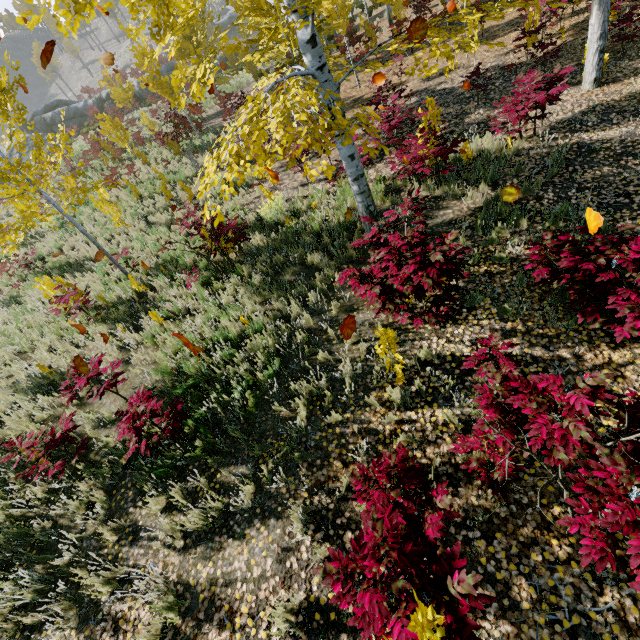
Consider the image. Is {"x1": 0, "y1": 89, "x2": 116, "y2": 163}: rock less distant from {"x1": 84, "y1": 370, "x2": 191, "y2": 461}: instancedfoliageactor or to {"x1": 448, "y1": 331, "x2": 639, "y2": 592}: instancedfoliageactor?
{"x1": 84, "y1": 370, "x2": 191, "y2": 461}: instancedfoliageactor

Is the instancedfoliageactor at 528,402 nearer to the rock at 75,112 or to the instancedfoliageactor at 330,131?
the instancedfoliageactor at 330,131

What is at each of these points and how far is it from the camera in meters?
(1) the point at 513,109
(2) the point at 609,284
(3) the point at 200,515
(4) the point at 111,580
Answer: (1) instancedfoliageactor, 7.1
(2) instancedfoliageactor, 3.5
(3) instancedfoliageactor, 3.9
(4) instancedfoliageactor, 3.8

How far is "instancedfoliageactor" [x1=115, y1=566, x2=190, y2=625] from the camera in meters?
3.3

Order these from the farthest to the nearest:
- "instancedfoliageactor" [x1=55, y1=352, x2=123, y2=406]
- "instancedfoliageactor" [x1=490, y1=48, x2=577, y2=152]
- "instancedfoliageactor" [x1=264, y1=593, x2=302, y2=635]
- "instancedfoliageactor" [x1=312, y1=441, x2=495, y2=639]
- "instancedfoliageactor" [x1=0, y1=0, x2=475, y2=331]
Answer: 1. "instancedfoliageactor" [x1=490, y1=48, x2=577, y2=152]
2. "instancedfoliageactor" [x1=55, y1=352, x2=123, y2=406]
3. "instancedfoliageactor" [x1=0, y1=0, x2=475, y2=331]
4. "instancedfoliageactor" [x1=264, y1=593, x2=302, y2=635]
5. "instancedfoliageactor" [x1=312, y1=441, x2=495, y2=639]

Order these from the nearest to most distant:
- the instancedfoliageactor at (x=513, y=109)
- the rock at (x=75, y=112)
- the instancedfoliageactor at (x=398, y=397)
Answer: the instancedfoliageactor at (x=398, y=397) → the instancedfoliageactor at (x=513, y=109) → the rock at (x=75, y=112)

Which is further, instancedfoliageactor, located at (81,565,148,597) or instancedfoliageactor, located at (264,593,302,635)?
instancedfoliageactor, located at (81,565,148,597)
